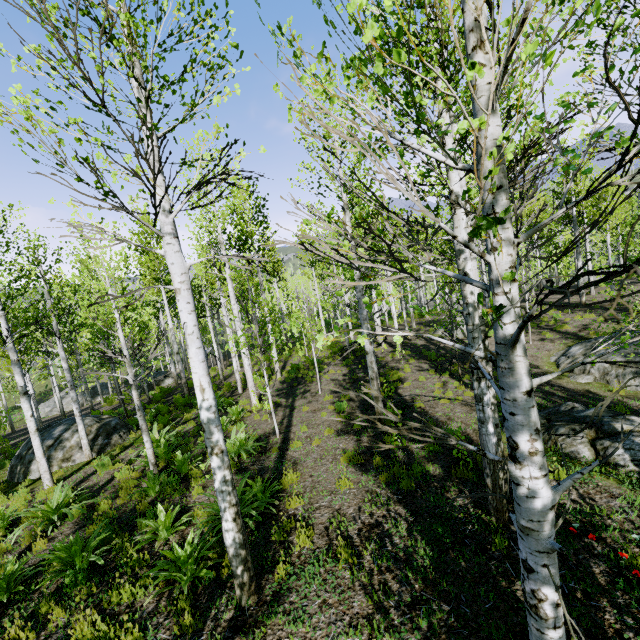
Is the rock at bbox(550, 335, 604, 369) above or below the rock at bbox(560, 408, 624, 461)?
below

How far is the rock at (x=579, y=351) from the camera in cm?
1205

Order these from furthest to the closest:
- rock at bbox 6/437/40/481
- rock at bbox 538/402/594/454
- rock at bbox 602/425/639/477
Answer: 1. rock at bbox 6/437/40/481
2. rock at bbox 538/402/594/454
3. rock at bbox 602/425/639/477

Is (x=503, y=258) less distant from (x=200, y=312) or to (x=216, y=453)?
(x=216, y=453)

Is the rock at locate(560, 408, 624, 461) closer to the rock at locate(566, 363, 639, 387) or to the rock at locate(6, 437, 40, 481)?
the rock at locate(566, 363, 639, 387)

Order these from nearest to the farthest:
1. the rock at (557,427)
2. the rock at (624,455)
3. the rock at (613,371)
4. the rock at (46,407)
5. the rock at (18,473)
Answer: the rock at (624,455) < the rock at (557,427) < the rock at (613,371) < the rock at (18,473) < the rock at (46,407)

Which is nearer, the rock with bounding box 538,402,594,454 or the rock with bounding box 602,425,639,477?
the rock with bounding box 602,425,639,477

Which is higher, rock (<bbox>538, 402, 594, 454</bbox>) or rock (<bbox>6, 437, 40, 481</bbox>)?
rock (<bbox>538, 402, 594, 454</bbox>)
